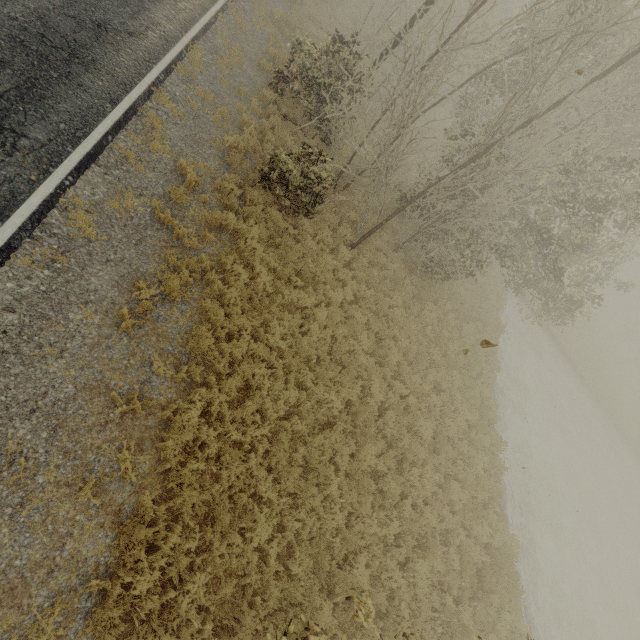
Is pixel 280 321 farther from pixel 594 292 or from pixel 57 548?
pixel 594 292
